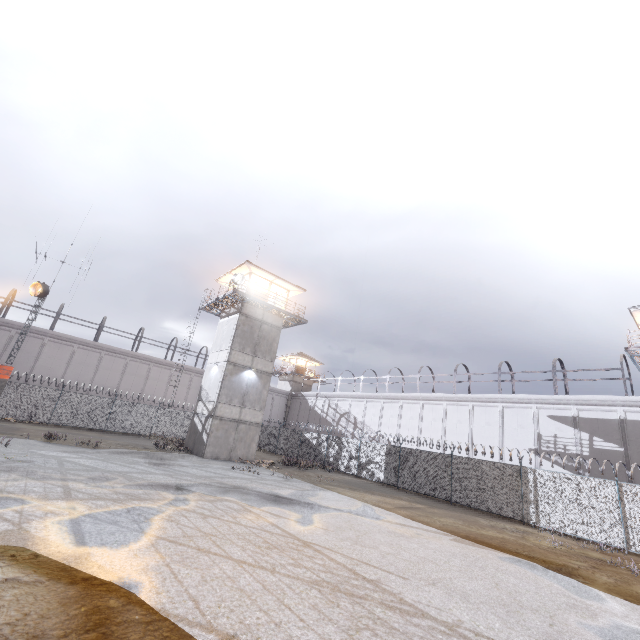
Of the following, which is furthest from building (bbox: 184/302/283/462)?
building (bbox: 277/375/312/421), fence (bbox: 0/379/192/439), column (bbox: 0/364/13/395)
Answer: building (bbox: 277/375/312/421)

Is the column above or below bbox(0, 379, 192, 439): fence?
above

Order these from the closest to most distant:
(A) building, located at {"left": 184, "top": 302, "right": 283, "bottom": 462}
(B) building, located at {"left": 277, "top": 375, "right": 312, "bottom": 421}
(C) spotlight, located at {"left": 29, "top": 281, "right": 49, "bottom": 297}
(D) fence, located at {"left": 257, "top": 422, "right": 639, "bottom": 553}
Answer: (D) fence, located at {"left": 257, "top": 422, "right": 639, "bottom": 553} < (C) spotlight, located at {"left": 29, "top": 281, "right": 49, "bottom": 297} < (A) building, located at {"left": 184, "top": 302, "right": 283, "bottom": 462} < (B) building, located at {"left": 277, "top": 375, "right": 312, "bottom": 421}

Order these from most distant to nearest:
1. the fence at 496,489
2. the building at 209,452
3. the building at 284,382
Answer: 1. the building at 284,382
2. the building at 209,452
3. the fence at 496,489

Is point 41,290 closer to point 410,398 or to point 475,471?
point 475,471

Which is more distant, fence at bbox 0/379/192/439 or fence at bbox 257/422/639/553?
fence at bbox 0/379/192/439

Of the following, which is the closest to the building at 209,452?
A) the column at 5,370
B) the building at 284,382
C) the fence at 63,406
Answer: the fence at 63,406

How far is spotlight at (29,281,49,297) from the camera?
20.80m
